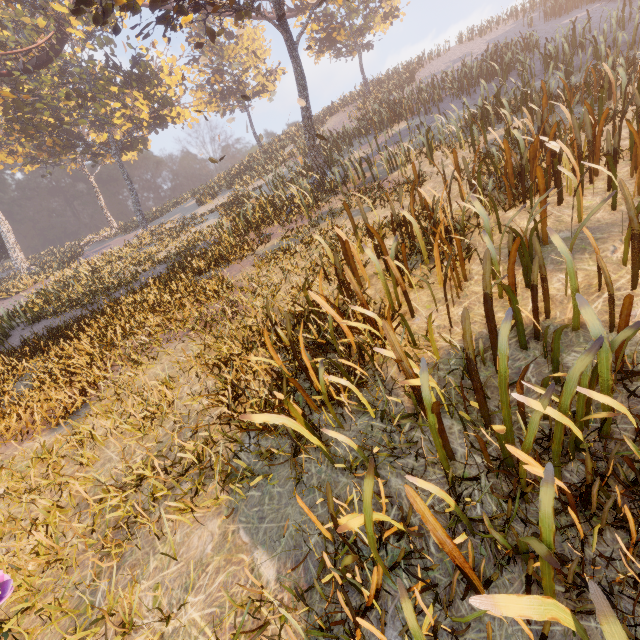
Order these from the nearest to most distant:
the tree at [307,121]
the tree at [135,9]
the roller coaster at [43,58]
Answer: the tree at [135,9], the tree at [307,121], the roller coaster at [43,58]

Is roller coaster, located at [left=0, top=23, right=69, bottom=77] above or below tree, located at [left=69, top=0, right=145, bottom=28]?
above

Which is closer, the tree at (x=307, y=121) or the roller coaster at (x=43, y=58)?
the tree at (x=307, y=121)

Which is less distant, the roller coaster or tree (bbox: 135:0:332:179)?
tree (bbox: 135:0:332:179)

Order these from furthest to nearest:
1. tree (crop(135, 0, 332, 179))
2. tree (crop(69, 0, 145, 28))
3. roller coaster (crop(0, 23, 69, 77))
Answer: roller coaster (crop(0, 23, 69, 77))
tree (crop(135, 0, 332, 179))
tree (crop(69, 0, 145, 28))

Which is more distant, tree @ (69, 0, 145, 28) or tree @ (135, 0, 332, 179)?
tree @ (135, 0, 332, 179)

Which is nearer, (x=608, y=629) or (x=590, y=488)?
(x=608, y=629)
